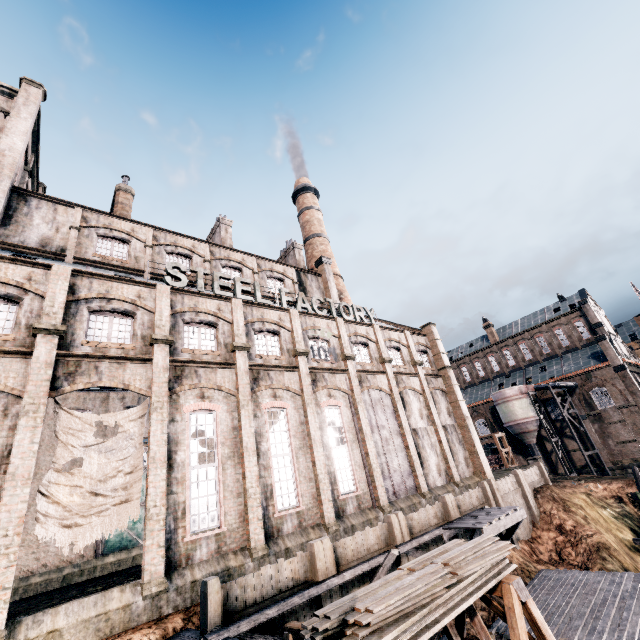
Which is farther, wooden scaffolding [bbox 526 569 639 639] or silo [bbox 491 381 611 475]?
silo [bbox 491 381 611 475]

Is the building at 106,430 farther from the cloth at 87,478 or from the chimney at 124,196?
the chimney at 124,196

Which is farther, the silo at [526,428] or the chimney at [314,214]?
the silo at [526,428]

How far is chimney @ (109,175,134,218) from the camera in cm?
2758

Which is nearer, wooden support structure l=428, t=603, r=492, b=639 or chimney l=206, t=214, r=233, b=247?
wooden support structure l=428, t=603, r=492, b=639

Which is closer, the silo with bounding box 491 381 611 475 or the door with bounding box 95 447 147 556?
the door with bounding box 95 447 147 556

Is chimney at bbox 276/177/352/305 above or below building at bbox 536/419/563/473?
above

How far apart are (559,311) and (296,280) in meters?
50.0
